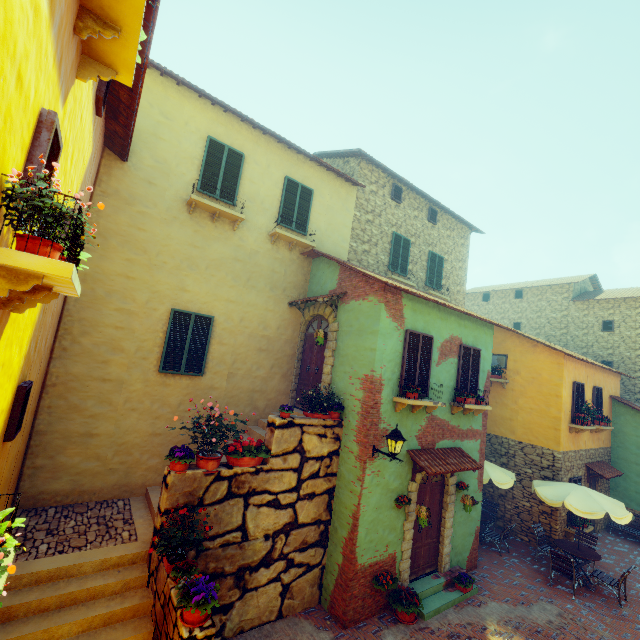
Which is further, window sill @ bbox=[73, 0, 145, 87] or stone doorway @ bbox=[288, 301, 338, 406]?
stone doorway @ bbox=[288, 301, 338, 406]

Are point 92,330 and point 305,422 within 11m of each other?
yes

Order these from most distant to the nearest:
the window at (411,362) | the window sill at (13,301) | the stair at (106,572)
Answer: the window at (411,362) < the stair at (106,572) < the window sill at (13,301)

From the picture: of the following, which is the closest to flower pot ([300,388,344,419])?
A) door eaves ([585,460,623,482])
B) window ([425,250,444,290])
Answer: window ([425,250,444,290])

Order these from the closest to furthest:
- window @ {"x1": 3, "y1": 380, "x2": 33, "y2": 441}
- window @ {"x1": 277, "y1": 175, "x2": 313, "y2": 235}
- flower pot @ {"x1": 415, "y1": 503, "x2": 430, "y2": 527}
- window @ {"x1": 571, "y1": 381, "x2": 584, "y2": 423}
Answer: window @ {"x1": 3, "y1": 380, "x2": 33, "y2": 441} → flower pot @ {"x1": 415, "y1": 503, "x2": 430, "y2": 527} → window @ {"x1": 277, "y1": 175, "x2": 313, "y2": 235} → window @ {"x1": 571, "y1": 381, "x2": 584, "y2": 423}

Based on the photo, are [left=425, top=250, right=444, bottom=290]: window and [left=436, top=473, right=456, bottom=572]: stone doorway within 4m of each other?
no

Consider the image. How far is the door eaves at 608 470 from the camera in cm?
1312

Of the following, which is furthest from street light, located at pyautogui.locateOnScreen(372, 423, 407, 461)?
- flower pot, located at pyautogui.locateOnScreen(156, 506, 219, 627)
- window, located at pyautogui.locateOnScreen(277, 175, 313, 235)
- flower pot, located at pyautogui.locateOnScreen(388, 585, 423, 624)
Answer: window, located at pyautogui.locateOnScreen(277, 175, 313, 235)
